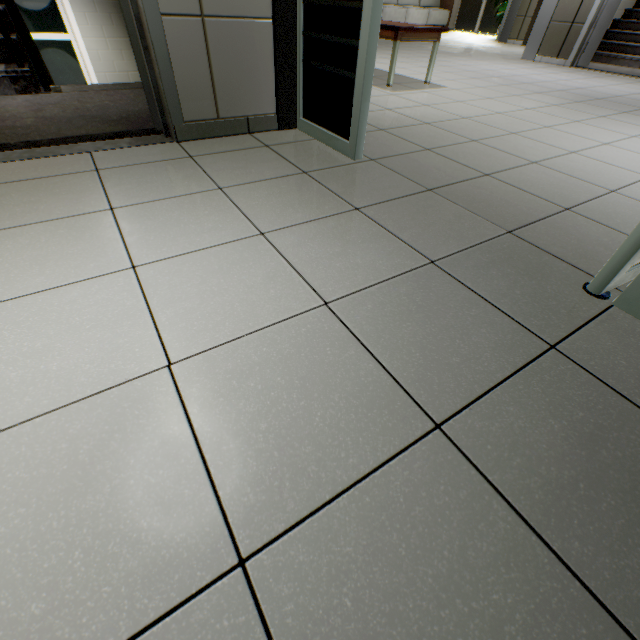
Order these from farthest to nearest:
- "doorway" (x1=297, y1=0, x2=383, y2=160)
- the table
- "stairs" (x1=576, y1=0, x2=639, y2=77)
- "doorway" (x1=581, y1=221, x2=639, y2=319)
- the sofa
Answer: the sofa
"stairs" (x1=576, y1=0, x2=639, y2=77)
the table
"doorway" (x1=297, y1=0, x2=383, y2=160)
"doorway" (x1=581, y1=221, x2=639, y2=319)

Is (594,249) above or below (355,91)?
below

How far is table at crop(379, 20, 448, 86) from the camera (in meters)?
3.50

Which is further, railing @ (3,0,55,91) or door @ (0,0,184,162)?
railing @ (3,0,55,91)

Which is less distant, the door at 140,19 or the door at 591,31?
the door at 140,19

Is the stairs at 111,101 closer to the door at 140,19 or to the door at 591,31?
the door at 140,19

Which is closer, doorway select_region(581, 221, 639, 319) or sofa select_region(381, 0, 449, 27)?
doorway select_region(581, 221, 639, 319)
